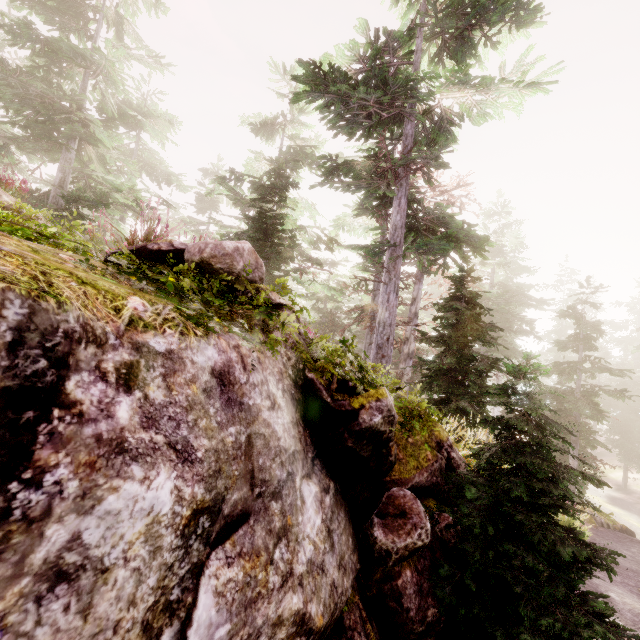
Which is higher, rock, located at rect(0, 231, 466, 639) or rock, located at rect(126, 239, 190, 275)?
rock, located at rect(126, 239, 190, 275)

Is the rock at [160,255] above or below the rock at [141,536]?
above

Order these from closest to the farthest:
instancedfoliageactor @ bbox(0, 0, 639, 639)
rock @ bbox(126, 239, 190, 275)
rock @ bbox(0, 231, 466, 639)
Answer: rock @ bbox(0, 231, 466, 639), instancedfoliageactor @ bbox(0, 0, 639, 639), rock @ bbox(126, 239, 190, 275)

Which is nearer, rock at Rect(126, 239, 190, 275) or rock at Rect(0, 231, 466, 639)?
rock at Rect(0, 231, 466, 639)

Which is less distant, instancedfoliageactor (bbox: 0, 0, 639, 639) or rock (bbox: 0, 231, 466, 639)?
rock (bbox: 0, 231, 466, 639)

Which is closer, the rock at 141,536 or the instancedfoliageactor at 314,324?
the rock at 141,536

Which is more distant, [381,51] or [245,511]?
[381,51]
